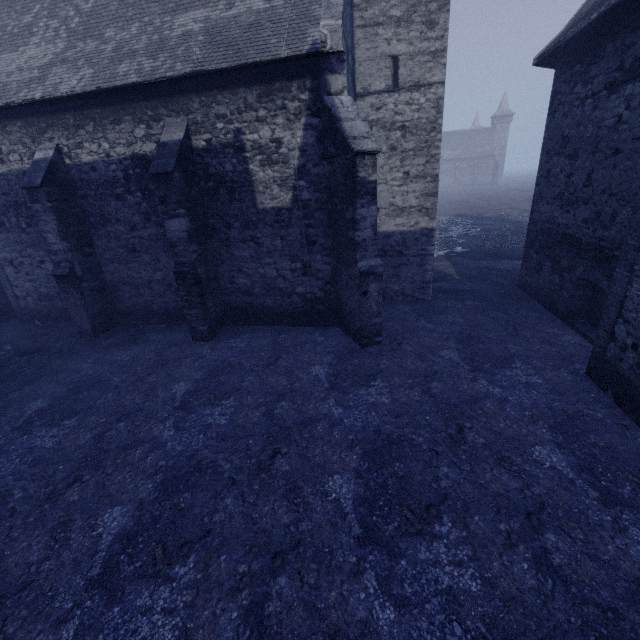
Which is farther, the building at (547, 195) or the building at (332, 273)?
the building at (332, 273)

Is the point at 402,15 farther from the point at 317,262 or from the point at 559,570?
the point at 559,570

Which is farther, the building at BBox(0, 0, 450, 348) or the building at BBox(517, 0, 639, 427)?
the building at BBox(0, 0, 450, 348)
